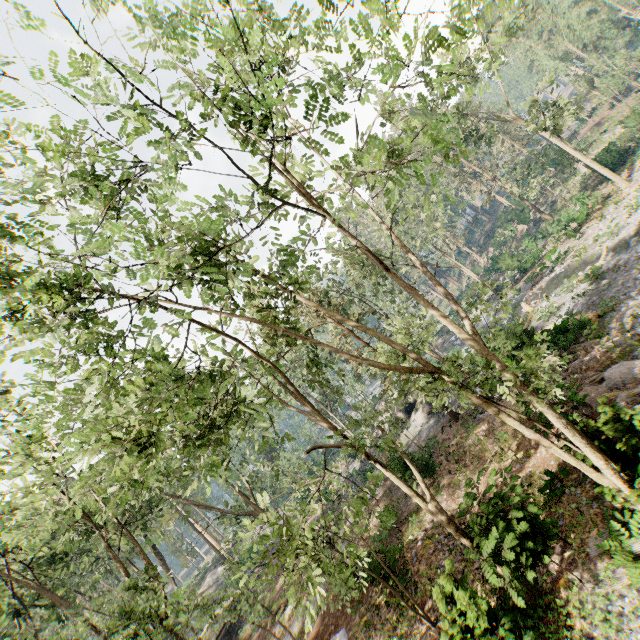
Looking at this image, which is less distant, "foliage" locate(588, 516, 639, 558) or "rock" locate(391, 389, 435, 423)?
"foliage" locate(588, 516, 639, 558)

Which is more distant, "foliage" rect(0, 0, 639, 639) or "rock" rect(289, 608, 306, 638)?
"rock" rect(289, 608, 306, 638)

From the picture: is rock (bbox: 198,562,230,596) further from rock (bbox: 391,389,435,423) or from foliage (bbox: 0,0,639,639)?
rock (bbox: 391,389,435,423)

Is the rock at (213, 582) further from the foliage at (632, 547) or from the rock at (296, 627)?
the rock at (296, 627)

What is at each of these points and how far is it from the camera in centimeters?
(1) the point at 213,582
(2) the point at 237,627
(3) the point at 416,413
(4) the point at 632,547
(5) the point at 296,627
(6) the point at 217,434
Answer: (1) rock, 4106cm
(2) ground embankment, 2919cm
(3) rock, 2830cm
(4) foliage, 821cm
(5) rock, 1916cm
(6) foliage, 1861cm

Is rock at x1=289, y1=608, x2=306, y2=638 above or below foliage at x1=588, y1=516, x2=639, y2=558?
above

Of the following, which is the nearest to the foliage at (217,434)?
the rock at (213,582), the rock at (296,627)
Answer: the rock at (213,582)

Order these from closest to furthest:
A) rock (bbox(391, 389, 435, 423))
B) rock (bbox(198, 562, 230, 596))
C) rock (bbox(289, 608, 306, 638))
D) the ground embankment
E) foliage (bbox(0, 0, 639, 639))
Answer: foliage (bbox(0, 0, 639, 639))
rock (bbox(289, 608, 306, 638))
rock (bbox(391, 389, 435, 423))
the ground embankment
rock (bbox(198, 562, 230, 596))
